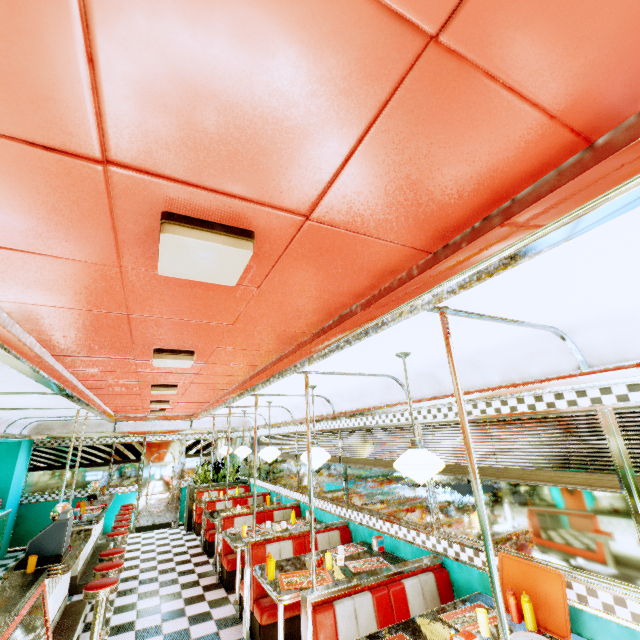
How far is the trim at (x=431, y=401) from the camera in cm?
354

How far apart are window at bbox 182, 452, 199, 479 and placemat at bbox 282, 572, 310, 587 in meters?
8.1

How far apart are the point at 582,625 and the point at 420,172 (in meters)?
3.49

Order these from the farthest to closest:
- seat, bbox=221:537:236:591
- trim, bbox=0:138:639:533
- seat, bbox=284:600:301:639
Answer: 1. seat, bbox=221:537:236:591
2. seat, bbox=284:600:301:639
3. trim, bbox=0:138:639:533

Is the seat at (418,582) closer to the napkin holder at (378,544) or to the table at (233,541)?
the napkin holder at (378,544)

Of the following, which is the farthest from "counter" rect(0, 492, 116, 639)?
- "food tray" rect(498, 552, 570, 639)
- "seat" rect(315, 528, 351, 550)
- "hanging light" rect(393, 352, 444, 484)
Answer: "food tray" rect(498, 552, 570, 639)

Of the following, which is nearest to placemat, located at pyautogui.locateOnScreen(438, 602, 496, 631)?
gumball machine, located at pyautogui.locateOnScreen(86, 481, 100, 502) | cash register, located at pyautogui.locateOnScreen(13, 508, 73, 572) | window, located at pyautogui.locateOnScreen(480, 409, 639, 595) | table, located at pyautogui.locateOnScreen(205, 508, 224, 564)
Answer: window, located at pyautogui.locateOnScreen(480, 409, 639, 595)

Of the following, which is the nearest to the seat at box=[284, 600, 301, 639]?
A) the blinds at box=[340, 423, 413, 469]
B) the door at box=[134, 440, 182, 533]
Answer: the blinds at box=[340, 423, 413, 469]
